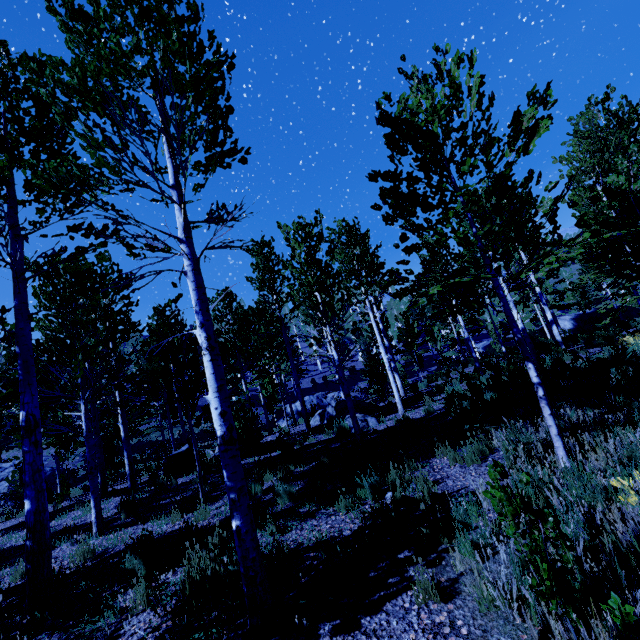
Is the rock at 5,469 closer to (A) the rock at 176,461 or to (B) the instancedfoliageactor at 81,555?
(B) the instancedfoliageactor at 81,555

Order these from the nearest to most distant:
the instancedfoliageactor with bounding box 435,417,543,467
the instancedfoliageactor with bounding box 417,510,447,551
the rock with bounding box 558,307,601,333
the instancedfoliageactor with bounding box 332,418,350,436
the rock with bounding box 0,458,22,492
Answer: the instancedfoliageactor with bounding box 417,510,447,551 → the instancedfoliageactor with bounding box 435,417,543,467 → the instancedfoliageactor with bounding box 332,418,350,436 → the rock with bounding box 0,458,22,492 → the rock with bounding box 558,307,601,333

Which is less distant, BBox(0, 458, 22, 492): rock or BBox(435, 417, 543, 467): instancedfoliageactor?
BBox(435, 417, 543, 467): instancedfoliageactor

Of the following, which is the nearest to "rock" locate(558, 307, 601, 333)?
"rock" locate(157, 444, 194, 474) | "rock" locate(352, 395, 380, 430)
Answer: "rock" locate(352, 395, 380, 430)

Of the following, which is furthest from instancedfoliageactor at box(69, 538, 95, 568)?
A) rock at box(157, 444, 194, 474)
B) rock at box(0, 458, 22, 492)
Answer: rock at box(157, 444, 194, 474)

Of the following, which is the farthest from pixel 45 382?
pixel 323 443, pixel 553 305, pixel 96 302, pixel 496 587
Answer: pixel 553 305

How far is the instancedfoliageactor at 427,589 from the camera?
3.0m

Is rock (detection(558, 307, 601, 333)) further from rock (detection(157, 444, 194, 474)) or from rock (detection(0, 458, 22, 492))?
rock (detection(0, 458, 22, 492))
